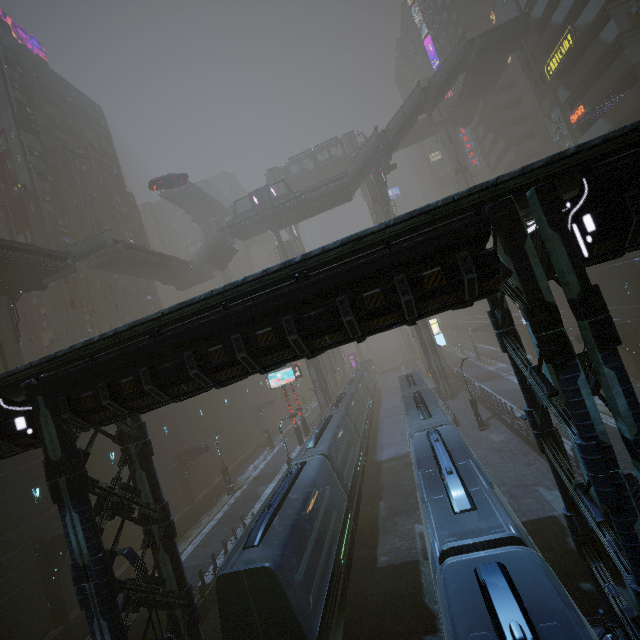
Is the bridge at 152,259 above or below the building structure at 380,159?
below

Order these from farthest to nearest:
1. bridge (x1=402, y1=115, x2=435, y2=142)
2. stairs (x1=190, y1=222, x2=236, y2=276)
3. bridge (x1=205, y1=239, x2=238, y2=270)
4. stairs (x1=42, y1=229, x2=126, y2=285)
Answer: bridge (x1=402, y1=115, x2=435, y2=142) < bridge (x1=205, y1=239, x2=238, y2=270) < stairs (x1=190, y1=222, x2=236, y2=276) < stairs (x1=42, y1=229, x2=126, y2=285)

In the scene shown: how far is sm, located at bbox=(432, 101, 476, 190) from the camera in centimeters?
5400cm

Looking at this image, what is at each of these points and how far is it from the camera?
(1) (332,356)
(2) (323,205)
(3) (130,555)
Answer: (1) sm, 58.4 meters
(2) building, 43.5 meters
(3) street light, 11.2 meters

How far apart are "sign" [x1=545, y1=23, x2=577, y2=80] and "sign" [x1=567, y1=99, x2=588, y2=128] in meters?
4.3

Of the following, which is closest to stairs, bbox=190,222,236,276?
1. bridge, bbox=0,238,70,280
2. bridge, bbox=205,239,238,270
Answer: bridge, bbox=205,239,238,270

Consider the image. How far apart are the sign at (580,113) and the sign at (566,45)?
4.28m

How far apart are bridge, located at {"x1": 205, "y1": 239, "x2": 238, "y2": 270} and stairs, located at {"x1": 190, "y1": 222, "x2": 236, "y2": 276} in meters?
0.0 m
